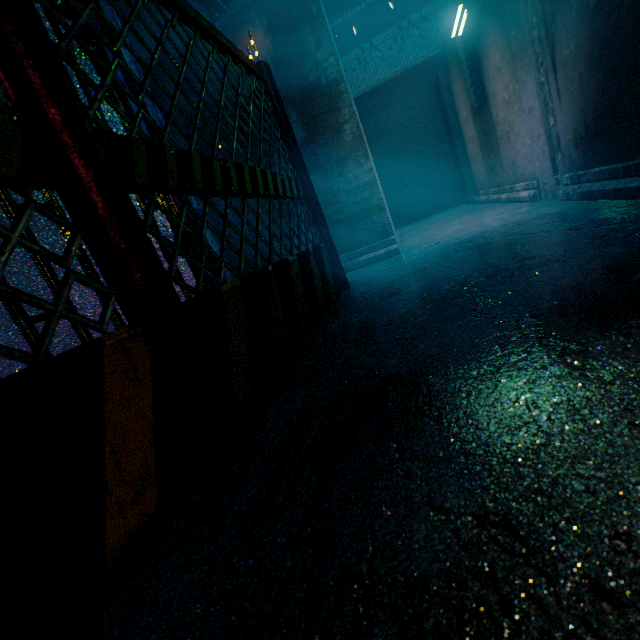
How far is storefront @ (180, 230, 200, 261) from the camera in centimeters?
232cm

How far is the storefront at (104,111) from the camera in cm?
197

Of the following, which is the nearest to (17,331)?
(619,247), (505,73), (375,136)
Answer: (619,247)

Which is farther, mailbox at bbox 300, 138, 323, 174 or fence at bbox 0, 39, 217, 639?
mailbox at bbox 300, 138, 323, 174

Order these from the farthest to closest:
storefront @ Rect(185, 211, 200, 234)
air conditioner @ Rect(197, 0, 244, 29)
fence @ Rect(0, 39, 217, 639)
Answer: air conditioner @ Rect(197, 0, 244, 29)
storefront @ Rect(185, 211, 200, 234)
fence @ Rect(0, 39, 217, 639)

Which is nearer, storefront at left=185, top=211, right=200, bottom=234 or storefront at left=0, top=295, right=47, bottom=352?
storefront at left=0, top=295, right=47, bottom=352

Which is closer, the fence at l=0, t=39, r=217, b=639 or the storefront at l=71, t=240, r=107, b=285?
the fence at l=0, t=39, r=217, b=639
